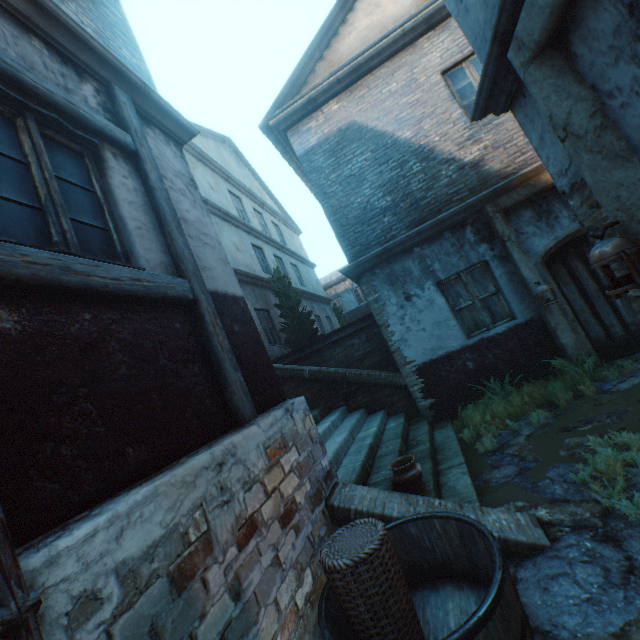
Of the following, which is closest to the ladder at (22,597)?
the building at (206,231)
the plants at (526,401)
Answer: the building at (206,231)

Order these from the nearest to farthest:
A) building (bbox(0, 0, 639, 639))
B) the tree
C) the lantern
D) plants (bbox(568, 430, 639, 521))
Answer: building (bbox(0, 0, 639, 639)) < the lantern < plants (bbox(568, 430, 639, 521)) < the tree

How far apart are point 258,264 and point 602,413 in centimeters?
1058cm

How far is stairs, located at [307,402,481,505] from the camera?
3.91m

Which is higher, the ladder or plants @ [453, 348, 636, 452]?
the ladder

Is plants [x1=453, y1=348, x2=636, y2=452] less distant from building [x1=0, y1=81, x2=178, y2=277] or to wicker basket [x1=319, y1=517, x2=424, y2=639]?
building [x1=0, y1=81, x2=178, y2=277]

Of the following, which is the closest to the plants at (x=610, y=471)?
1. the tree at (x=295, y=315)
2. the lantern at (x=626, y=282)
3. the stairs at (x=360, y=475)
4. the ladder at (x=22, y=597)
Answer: the stairs at (x=360, y=475)

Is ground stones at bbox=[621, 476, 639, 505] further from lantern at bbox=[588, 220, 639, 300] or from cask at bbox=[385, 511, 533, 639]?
lantern at bbox=[588, 220, 639, 300]
